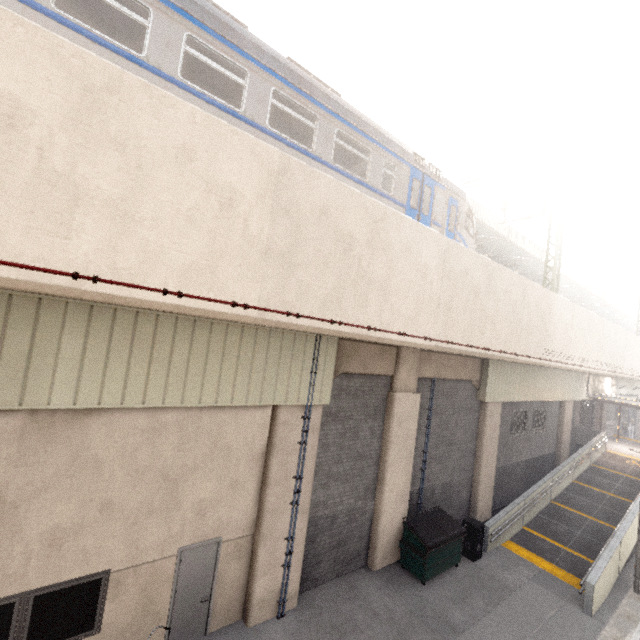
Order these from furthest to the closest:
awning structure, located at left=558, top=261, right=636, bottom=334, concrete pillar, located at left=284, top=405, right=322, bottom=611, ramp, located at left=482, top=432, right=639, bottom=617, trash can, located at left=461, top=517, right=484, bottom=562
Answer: awning structure, located at left=558, top=261, right=636, bottom=334, trash can, located at left=461, top=517, right=484, bottom=562, ramp, located at left=482, top=432, right=639, bottom=617, concrete pillar, located at left=284, top=405, right=322, bottom=611

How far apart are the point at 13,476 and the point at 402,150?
11.08m

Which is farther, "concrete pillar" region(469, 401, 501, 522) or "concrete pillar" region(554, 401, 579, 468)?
"concrete pillar" region(554, 401, 579, 468)

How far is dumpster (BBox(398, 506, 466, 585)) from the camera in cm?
962

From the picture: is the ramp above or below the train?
below

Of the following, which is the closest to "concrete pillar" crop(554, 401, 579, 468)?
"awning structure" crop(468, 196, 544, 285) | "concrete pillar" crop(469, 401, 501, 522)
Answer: "awning structure" crop(468, 196, 544, 285)

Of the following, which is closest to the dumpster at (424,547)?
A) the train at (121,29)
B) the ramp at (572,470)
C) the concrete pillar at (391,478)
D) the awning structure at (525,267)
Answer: the concrete pillar at (391,478)

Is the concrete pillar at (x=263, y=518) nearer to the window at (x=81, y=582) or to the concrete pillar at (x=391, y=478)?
the concrete pillar at (x=391, y=478)
